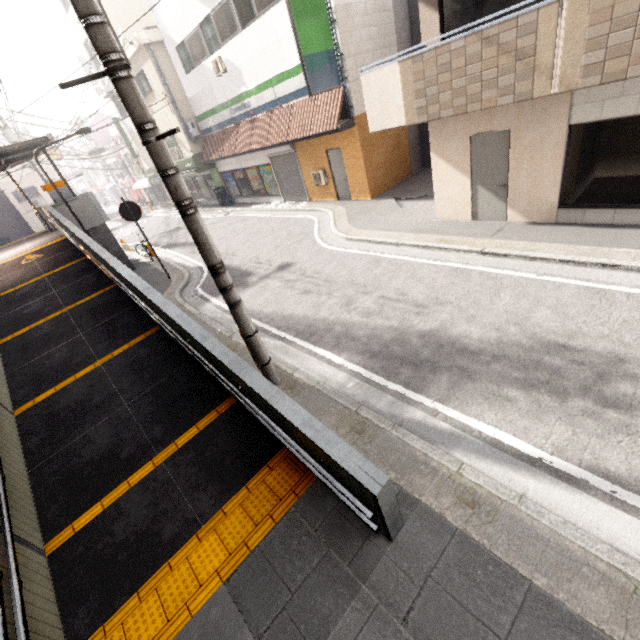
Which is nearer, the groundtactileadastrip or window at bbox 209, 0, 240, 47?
the groundtactileadastrip

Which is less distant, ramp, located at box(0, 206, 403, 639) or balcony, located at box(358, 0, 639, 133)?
ramp, located at box(0, 206, 403, 639)

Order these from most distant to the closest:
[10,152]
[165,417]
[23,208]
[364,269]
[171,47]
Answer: [23,208] → [171,47] → [10,152] → [364,269] → [165,417]

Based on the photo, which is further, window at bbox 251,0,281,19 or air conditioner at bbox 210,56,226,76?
air conditioner at bbox 210,56,226,76

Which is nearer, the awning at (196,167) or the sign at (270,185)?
the awning at (196,167)

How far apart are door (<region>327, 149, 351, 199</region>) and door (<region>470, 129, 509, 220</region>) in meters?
6.3

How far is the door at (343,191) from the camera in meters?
13.2

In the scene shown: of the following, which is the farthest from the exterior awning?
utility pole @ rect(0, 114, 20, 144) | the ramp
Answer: utility pole @ rect(0, 114, 20, 144)
